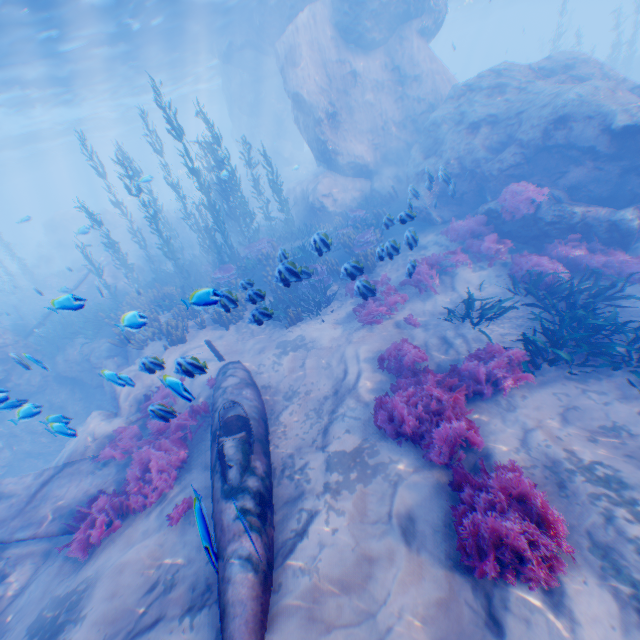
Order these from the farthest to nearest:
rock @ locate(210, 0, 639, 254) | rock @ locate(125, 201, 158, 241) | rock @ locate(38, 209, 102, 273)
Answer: rock @ locate(38, 209, 102, 273) → rock @ locate(125, 201, 158, 241) → rock @ locate(210, 0, 639, 254)

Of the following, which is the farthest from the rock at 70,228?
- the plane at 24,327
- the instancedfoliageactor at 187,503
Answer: the instancedfoliageactor at 187,503

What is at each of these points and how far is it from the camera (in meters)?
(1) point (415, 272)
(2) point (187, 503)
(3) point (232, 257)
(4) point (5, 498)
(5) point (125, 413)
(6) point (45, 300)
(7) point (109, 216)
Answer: (1) instancedfoliageactor, 10.66
(2) instancedfoliageactor, 5.96
(3) instancedfoliageactor, 15.81
(4) plane, 7.30
(5) rock, 10.00
(6) instancedfoliageactor, 25.31
(7) rock, 30.23

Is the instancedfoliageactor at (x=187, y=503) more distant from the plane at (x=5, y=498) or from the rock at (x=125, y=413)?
the rock at (x=125, y=413)

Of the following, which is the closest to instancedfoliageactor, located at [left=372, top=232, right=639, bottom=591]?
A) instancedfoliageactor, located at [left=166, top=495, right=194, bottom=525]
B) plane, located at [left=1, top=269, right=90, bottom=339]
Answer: plane, located at [left=1, top=269, right=90, bottom=339]

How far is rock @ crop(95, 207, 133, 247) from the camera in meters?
29.2

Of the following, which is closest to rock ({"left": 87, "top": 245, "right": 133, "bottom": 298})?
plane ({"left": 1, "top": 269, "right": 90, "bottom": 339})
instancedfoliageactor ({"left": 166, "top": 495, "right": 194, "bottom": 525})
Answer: plane ({"left": 1, "top": 269, "right": 90, "bottom": 339})
